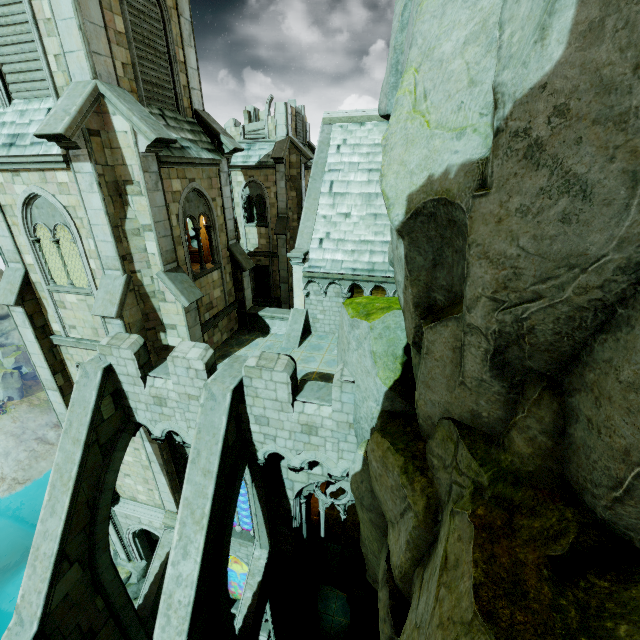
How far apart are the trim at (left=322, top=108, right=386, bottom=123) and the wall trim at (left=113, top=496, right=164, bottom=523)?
19.95m

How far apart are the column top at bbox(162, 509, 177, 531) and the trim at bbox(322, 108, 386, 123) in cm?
1929

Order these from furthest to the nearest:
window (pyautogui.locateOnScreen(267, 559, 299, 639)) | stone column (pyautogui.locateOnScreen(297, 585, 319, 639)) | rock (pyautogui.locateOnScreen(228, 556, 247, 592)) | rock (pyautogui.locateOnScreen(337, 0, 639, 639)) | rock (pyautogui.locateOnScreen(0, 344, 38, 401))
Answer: rock (pyautogui.locateOnScreen(0, 344, 38, 401)) < rock (pyautogui.locateOnScreen(228, 556, 247, 592)) < stone column (pyautogui.locateOnScreen(297, 585, 319, 639)) < window (pyautogui.locateOnScreen(267, 559, 299, 639)) < rock (pyautogui.locateOnScreen(337, 0, 639, 639))

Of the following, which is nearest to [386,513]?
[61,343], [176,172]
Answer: [176,172]

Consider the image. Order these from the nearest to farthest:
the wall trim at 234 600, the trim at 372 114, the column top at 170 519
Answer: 1. the column top at 170 519
2. the trim at 372 114
3. the wall trim at 234 600

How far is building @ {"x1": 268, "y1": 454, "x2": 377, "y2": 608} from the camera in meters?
11.0

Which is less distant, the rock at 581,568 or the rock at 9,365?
the rock at 581,568

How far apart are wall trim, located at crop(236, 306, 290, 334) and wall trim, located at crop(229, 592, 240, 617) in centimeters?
1438cm
